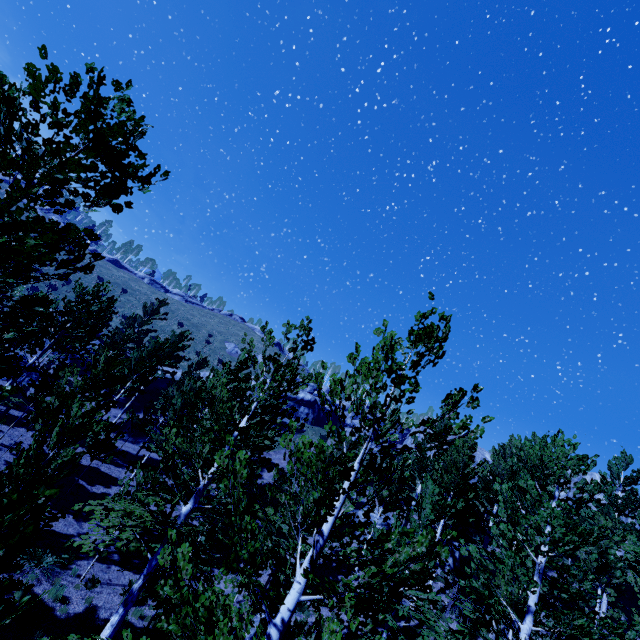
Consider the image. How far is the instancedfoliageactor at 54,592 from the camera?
11.18m

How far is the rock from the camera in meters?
43.7 m

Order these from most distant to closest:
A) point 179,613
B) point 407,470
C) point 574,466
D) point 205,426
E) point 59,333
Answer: point 407,470, point 59,333, point 205,426, point 574,466, point 179,613

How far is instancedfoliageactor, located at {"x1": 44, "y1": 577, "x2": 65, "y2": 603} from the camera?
11.2 meters

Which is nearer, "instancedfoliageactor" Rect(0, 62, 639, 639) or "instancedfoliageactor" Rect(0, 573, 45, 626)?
"instancedfoliageactor" Rect(0, 573, 45, 626)

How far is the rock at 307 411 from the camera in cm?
4369

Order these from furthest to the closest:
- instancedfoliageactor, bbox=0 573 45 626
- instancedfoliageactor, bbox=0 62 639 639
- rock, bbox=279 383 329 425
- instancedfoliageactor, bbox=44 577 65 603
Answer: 1. rock, bbox=279 383 329 425
2. instancedfoliageactor, bbox=44 577 65 603
3. instancedfoliageactor, bbox=0 62 639 639
4. instancedfoliageactor, bbox=0 573 45 626

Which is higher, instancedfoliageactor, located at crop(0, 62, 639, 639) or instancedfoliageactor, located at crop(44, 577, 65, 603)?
instancedfoliageactor, located at crop(0, 62, 639, 639)
